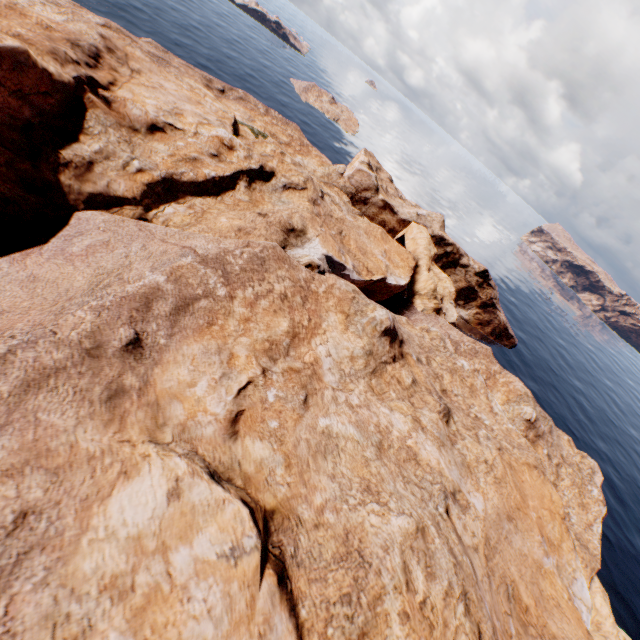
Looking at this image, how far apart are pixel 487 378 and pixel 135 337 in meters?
41.7
